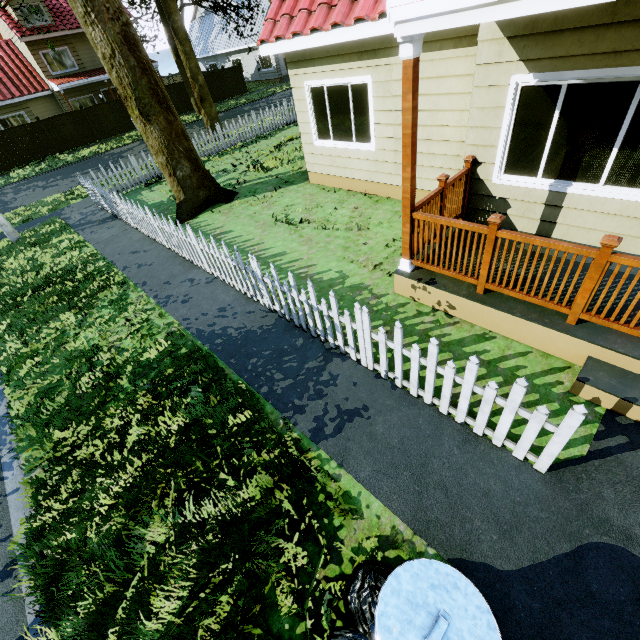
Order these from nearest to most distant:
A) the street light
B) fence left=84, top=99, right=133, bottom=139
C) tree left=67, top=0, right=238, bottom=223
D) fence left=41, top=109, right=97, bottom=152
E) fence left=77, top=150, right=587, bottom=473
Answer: fence left=77, top=150, right=587, bottom=473, tree left=67, top=0, right=238, bottom=223, the street light, fence left=41, top=109, right=97, bottom=152, fence left=84, top=99, right=133, bottom=139

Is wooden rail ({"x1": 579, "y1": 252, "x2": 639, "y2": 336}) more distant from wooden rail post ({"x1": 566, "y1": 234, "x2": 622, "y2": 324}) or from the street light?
the street light

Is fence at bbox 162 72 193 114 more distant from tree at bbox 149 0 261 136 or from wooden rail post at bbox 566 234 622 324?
wooden rail post at bbox 566 234 622 324

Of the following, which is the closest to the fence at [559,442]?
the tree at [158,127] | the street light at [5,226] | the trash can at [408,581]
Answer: the tree at [158,127]

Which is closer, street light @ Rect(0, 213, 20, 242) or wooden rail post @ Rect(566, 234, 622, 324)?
wooden rail post @ Rect(566, 234, 622, 324)

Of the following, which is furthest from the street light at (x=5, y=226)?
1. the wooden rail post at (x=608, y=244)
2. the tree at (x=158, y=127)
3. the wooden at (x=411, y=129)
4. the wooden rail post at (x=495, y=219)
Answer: the wooden rail post at (x=608, y=244)

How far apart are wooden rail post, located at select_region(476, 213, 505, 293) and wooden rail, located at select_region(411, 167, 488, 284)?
0.0m

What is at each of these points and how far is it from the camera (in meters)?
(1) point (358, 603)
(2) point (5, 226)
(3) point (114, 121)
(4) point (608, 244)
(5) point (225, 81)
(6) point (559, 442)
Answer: (1) trash bag, 2.31
(2) street light, 10.27
(3) fence, 24.14
(4) wooden rail post, 2.99
(5) fence, 28.47
(6) fence, 2.70
